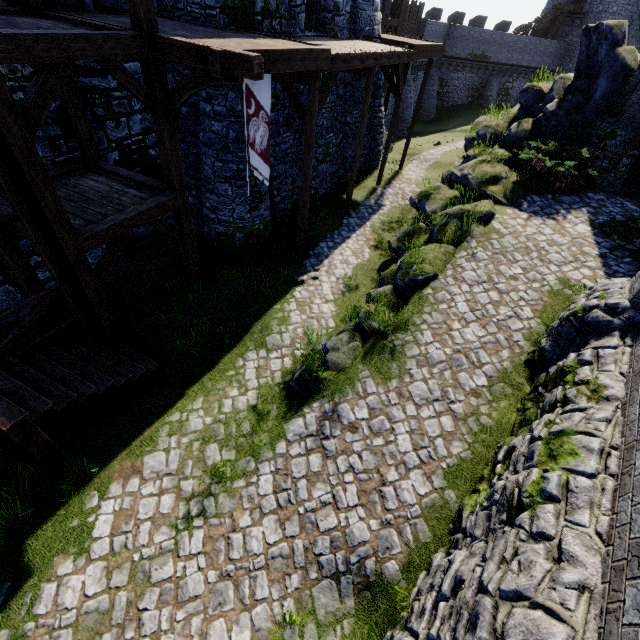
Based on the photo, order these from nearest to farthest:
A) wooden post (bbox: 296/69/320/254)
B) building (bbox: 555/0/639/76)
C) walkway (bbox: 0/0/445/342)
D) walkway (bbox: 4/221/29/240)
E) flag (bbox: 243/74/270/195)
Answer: walkway (bbox: 0/0/445/342)
walkway (bbox: 4/221/29/240)
flag (bbox: 243/74/270/195)
wooden post (bbox: 296/69/320/254)
building (bbox: 555/0/639/76)

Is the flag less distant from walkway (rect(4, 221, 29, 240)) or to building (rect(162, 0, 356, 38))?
walkway (rect(4, 221, 29, 240))

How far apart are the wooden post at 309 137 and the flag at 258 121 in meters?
1.5

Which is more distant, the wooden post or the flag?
the wooden post

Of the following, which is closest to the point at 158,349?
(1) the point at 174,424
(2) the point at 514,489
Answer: (1) the point at 174,424

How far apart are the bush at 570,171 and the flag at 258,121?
9.4 meters

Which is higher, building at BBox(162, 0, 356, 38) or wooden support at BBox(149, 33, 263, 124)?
building at BBox(162, 0, 356, 38)

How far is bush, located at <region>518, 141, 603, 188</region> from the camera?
11.3m
